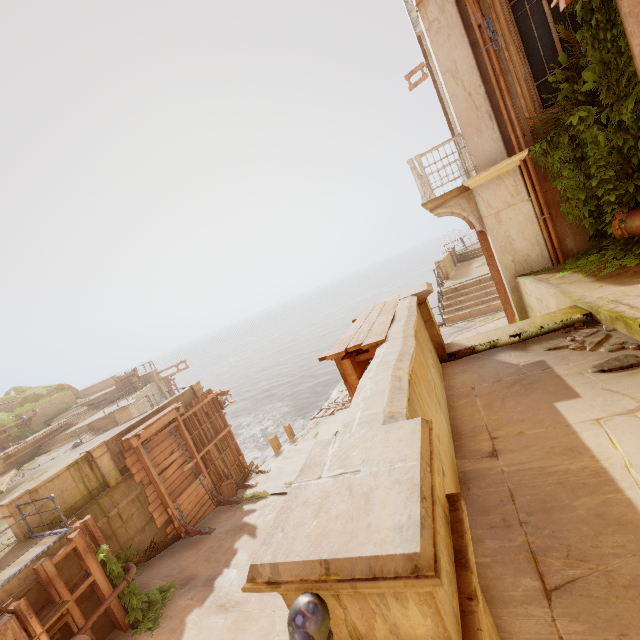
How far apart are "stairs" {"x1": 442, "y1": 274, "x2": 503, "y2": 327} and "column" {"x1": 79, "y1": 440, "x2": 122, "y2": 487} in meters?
13.8 m

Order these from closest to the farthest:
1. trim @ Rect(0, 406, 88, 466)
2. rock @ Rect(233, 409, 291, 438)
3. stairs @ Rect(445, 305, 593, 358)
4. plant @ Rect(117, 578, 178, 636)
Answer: stairs @ Rect(445, 305, 593, 358), plant @ Rect(117, 578, 178, 636), trim @ Rect(0, 406, 88, 466), rock @ Rect(233, 409, 291, 438)

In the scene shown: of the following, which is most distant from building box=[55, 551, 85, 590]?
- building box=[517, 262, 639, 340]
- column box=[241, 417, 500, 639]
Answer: building box=[517, 262, 639, 340]

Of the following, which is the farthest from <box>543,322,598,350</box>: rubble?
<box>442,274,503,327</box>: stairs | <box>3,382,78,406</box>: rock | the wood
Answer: <box>3,382,78,406</box>: rock

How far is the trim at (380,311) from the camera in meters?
3.0 m

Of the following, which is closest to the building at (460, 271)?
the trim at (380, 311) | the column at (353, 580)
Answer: the column at (353, 580)

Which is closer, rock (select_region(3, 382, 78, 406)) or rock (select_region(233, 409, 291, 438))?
rock (select_region(233, 409, 291, 438))

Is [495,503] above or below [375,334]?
below
